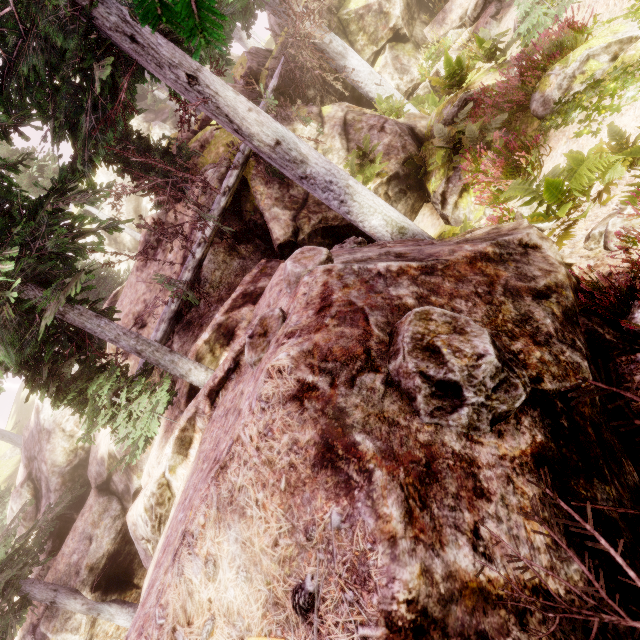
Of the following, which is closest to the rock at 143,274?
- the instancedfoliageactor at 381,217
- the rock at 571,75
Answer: the instancedfoliageactor at 381,217

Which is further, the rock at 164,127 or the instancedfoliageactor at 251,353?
the rock at 164,127

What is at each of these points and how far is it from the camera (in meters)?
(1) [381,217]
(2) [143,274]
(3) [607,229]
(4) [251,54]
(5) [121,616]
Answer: (1) instancedfoliageactor, 8.41
(2) rock, 13.89
(3) instancedfoliageactor, 4.45
(4) rock, 16.83
(5) instancedfoliageactor, 11.71

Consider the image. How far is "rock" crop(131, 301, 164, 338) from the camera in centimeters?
1182cm

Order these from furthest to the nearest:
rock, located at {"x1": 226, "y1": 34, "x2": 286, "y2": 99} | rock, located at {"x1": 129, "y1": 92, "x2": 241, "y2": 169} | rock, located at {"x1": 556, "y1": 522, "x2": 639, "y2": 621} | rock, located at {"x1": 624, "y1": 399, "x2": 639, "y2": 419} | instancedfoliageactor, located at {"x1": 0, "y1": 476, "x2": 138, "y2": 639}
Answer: rock, located at {"x1": 226, "y1": 34, "x2": 286, "y2": 99} → rock, located at {"x1": 129, "y1": 92, "x2": 241, "y2": 169} → instancedfoliageactor, located at {"x1": 0, "y1": 476, "x2": 138, "y2": 639} → rock, located at {"x1": 624, "y1": 399, "x2": 639, "y2": 419} → rock, located at {"x1": 556, "y1": 522, "x2": 639, "y2": 621}

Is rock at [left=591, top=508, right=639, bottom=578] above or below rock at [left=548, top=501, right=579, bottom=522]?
below

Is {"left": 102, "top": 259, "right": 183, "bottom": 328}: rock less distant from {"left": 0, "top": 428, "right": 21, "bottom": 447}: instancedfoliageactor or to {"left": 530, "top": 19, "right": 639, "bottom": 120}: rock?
{"left": 0, "top": 428, "right": 21, "bottom": 447}: instancedfoliageactor
